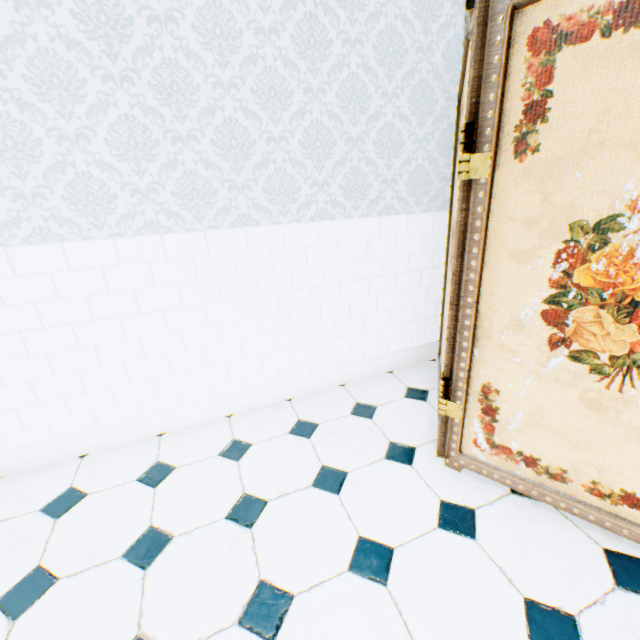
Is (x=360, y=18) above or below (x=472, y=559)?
above
